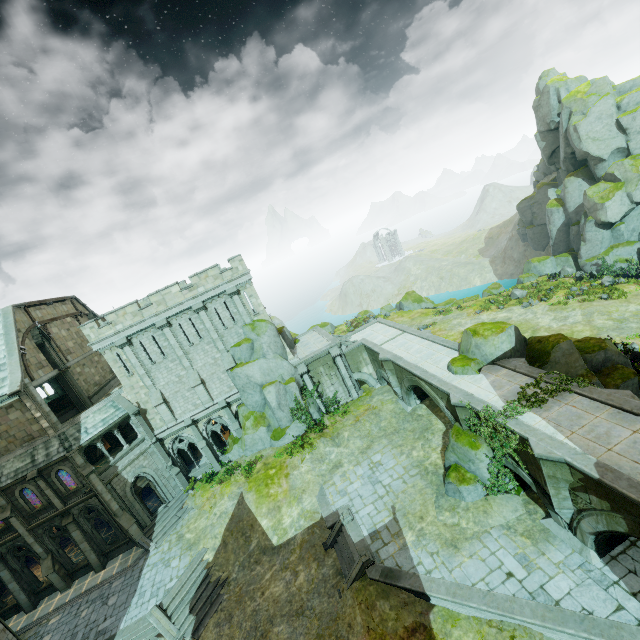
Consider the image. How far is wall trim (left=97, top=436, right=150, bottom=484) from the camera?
24.5m

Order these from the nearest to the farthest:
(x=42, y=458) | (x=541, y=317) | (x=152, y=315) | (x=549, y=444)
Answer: (x=549, y=444)
(x=42, y=458)
(x=152, y=315)
(x=541, y=317)

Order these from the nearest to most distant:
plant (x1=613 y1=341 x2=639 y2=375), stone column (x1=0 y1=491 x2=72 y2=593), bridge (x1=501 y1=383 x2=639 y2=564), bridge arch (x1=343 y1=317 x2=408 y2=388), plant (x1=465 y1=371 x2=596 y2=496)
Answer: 1. bridge (x1=501 y1=383 x2=639 y2=564)
2. plant (x1=465 y1=371 x2=596 y2=496)
3. plant (x1=613 y1=341 x2=639 y2=375)
4. stone column (x1=0 y1=491 x2=72 y2=593)
5. bridge arch (x1=343 y1=317 x2=408 y2=388)

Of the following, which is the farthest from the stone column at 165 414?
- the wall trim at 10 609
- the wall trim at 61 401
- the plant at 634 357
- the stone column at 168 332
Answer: the plant at 634 357

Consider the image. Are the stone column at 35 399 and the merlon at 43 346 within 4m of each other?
yes

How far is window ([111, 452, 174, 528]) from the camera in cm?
2519

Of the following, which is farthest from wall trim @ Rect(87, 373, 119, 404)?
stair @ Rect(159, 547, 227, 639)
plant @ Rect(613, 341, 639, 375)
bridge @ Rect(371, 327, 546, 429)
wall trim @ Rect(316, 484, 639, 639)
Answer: plant @ Rect(613, 341, 639, 375)

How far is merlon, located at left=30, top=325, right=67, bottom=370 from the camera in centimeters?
2598cm
